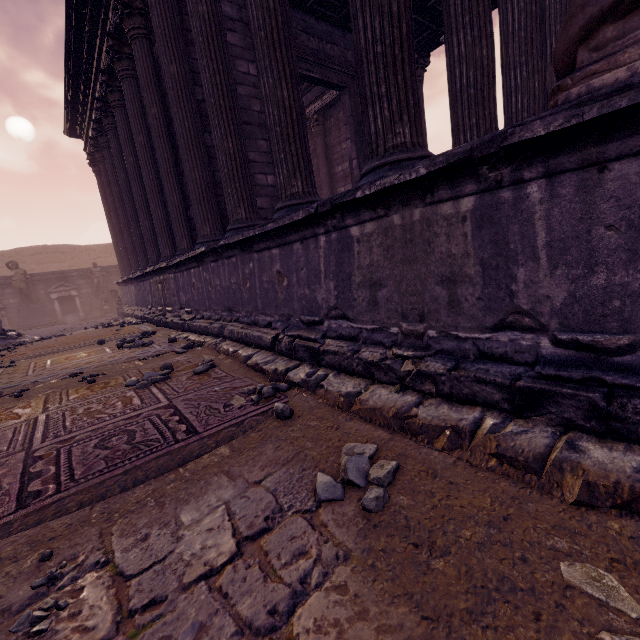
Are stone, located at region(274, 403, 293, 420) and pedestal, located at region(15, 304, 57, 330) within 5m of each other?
no

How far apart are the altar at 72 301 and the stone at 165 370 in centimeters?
1616cm

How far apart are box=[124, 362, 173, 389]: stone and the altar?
16.2m

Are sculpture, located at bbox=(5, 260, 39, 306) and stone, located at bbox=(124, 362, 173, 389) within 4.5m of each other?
no

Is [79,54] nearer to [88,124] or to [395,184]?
[88,124]

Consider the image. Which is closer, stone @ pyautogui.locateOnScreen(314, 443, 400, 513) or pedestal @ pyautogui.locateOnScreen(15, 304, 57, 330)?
stone @ pyautogui.locateOnScreen(314, 443, 400, 513)

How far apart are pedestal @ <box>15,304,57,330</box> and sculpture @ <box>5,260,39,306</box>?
0.04m

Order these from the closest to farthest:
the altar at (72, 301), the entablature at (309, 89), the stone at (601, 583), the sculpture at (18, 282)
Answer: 1. the stone at (601, 583)
2. the entablature at (309, 89)
3. the sculpture at (18, 282)
4. the altar at (72, 301)
